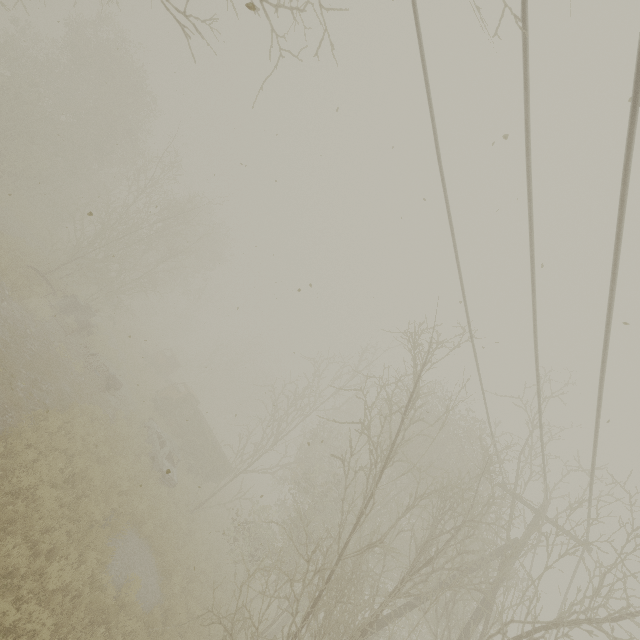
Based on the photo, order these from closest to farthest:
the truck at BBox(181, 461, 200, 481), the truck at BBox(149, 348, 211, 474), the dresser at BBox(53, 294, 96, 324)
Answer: the dresser at BBox(53, 294, 96, 324)
the truck at BBox(181, 461, 200, 481)
the truck at BBox(149, 348, 211, 474)

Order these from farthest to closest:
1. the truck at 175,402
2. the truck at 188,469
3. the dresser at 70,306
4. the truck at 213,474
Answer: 1. the truck at 175,402
2. the truck at 213,474
3. the truck at 188,469
4. the dresser at 70,306

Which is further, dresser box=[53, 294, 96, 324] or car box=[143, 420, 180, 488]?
dresser box=[53, 294, 96, 324]

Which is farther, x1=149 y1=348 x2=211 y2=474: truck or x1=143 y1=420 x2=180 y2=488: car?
x1=149 y1=348 x2=211 y2=474: truck

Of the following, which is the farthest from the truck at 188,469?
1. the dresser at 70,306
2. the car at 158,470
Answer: the dresser at 70,306

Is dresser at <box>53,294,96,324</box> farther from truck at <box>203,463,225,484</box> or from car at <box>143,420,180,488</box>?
truck at <box>203,463,225,484</box>

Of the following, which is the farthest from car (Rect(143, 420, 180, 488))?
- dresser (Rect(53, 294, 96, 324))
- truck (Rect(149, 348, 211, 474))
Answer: dresser (Rect(53, 294, 96, 324))

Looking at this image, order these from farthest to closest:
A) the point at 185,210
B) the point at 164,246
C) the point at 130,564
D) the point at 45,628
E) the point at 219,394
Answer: the point at 219,394 → the point at 164,246 → the point at 185,210 → the point at 130,564 → the point at 45,628
